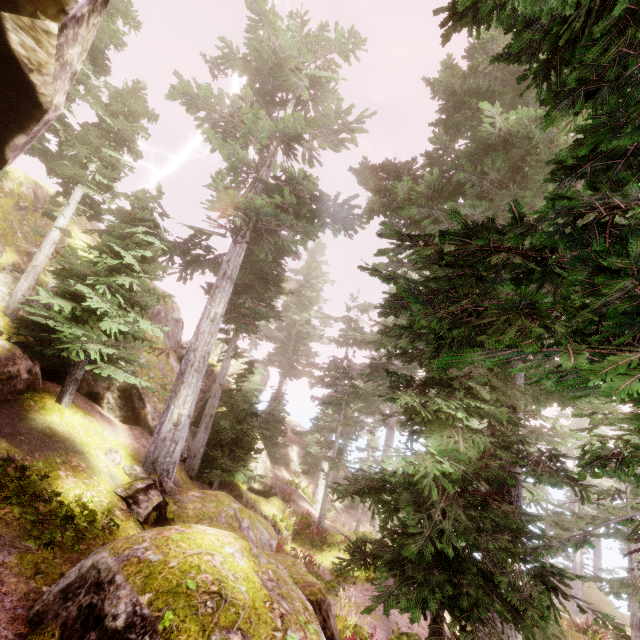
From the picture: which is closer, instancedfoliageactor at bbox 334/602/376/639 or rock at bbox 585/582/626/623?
instancedfoliageactor at bbox 334/602/376/639

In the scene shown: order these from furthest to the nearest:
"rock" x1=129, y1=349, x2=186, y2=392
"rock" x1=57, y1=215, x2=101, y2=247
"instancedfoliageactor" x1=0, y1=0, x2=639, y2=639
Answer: "rock" x1=129, y1=349, x2=186, y2=392 → "rock" x1=57, y1=215, x2=101, y2=247 → "instancedfoliageactor" x1=0, y1=0, x2=639, y2=639

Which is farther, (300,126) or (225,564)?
(300,126)

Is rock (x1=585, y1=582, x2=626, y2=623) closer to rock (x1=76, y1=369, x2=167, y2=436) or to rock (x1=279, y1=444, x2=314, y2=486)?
rock (x1=279, y1=444, x2=314, y2=486)

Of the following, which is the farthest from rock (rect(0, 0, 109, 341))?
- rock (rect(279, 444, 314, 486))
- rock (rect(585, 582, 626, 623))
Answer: rock (rect(585, 582, 626, 623))

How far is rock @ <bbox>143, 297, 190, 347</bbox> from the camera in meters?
17.8 m

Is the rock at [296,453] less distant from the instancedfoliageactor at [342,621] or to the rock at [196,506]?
the instancedfoliageactor at [342,621]

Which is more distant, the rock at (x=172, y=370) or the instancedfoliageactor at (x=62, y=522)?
the rock at (x=172, y=370)
